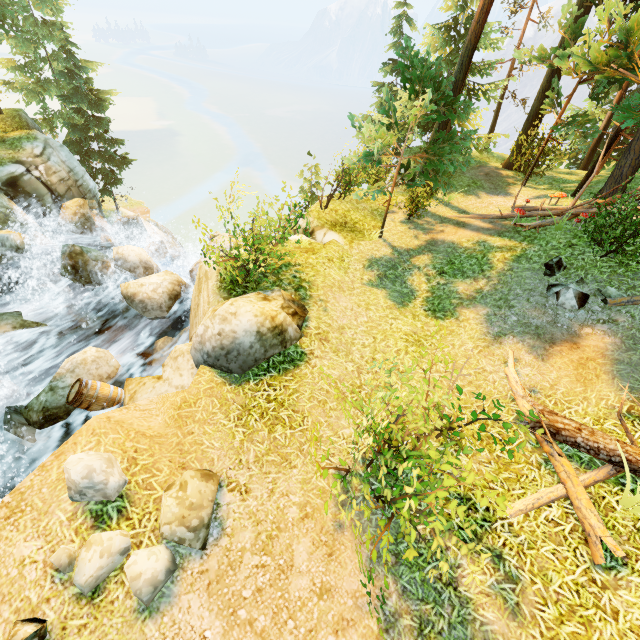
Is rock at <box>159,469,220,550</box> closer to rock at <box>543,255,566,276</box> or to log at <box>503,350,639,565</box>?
log at <box>503,350,639,565</box>

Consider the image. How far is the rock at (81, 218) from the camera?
15.8 meters

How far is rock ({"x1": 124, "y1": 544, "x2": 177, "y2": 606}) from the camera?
3.9 meters

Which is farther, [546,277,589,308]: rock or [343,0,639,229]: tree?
[343,0,639,229]: tree

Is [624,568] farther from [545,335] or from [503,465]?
[545,335]

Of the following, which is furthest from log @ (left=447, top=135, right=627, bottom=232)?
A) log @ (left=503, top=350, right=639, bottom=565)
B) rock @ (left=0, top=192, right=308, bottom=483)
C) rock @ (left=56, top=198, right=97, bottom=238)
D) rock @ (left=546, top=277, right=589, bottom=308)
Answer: rock @ (left=56, top=198, right=97, bottom=238)

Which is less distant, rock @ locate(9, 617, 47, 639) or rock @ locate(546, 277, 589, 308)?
rock @ locate(9, 617, 47, 639)

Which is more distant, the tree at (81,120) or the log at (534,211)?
the tree at (81,120)
